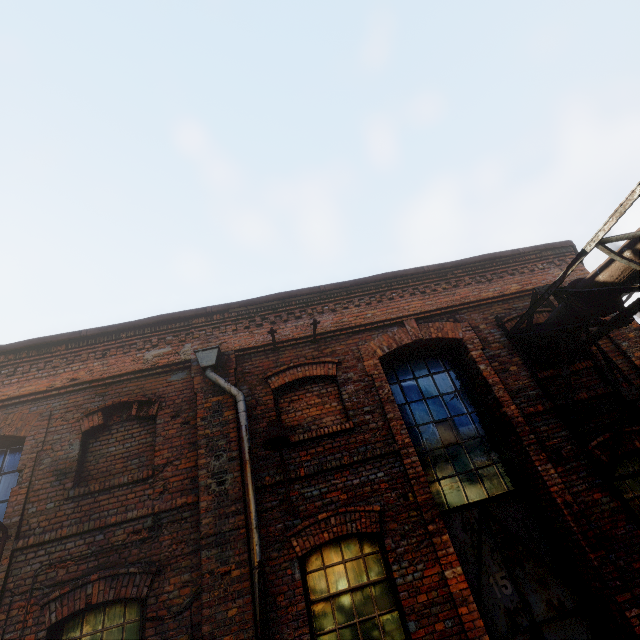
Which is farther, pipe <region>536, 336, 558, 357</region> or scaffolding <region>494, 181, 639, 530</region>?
pipe <region>536, 336, 558, 357</region>

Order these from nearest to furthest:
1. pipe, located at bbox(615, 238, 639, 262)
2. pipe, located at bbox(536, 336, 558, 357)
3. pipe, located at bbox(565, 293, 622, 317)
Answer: pipe, located at bbox(615, 238, 639, 262), pipe, located at bbox(565, 293, 622, 317), pipe, located at bbox(536, 336, 558, 357)

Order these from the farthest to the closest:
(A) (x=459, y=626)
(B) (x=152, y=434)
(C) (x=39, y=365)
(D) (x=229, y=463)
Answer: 1. (C) (x=39, y=365)
2. (B) (x=152, y=434)
3. (D) (x=229, y=463)
4. (A) (x=459, y=626)

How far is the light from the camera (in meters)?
4.70

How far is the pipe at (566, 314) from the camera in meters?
5.5

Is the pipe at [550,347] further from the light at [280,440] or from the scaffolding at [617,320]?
the light at [280,440]

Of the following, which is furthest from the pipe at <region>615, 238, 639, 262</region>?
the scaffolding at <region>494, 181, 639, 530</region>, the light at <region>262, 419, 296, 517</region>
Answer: the light at <region>262, 419, 296, 517</region>

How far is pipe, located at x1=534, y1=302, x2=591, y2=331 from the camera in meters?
5.5 m
